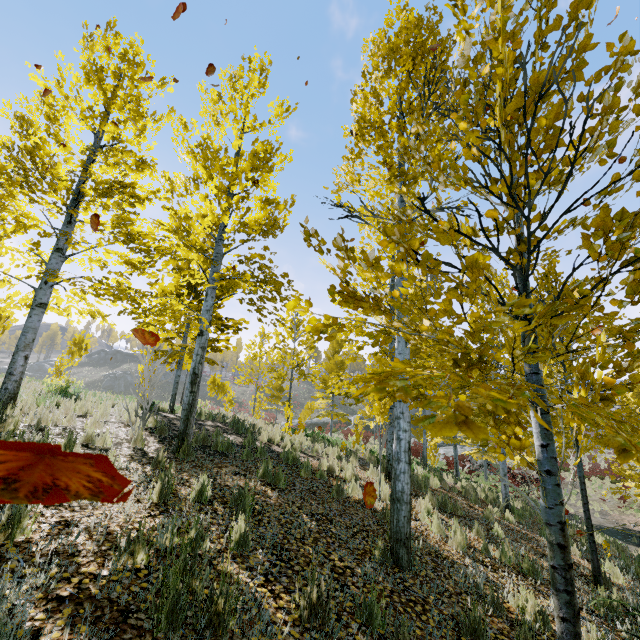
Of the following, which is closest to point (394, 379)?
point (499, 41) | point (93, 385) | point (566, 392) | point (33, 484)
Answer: point (33, 484)

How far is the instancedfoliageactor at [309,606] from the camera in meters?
2.7 m

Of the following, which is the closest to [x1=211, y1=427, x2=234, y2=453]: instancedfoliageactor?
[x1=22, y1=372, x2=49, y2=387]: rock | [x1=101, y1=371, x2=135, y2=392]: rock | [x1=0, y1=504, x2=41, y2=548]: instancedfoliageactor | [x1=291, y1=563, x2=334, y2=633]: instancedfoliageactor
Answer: [x1=291, y1=563, x2=334, y2=633]: instancedfoliageactor

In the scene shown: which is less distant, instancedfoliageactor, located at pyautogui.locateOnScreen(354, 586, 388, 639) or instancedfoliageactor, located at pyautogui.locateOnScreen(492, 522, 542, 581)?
instancedfoliageactor, located at pyautogui.locateOnScreen(354, 586, 388, 639)

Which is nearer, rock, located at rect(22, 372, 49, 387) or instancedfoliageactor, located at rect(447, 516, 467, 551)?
→ instancedfoliageactor, located at rect(447, 516, 467, 551)

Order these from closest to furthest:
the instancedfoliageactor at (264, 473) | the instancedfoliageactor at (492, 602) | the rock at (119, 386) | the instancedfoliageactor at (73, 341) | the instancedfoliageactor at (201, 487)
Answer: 1. the instancedfoliageactor at (492, 602)
2. the instancedfoliageactor at (201, 487)
3. the instancedfoliageactor at (264, 473)
4. the instancedfoliageactor at (73, 341)
5. the rock at (119, 386)
